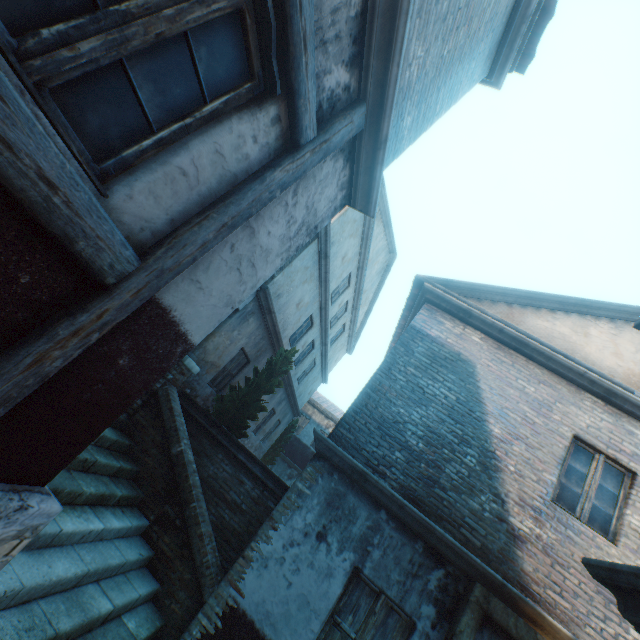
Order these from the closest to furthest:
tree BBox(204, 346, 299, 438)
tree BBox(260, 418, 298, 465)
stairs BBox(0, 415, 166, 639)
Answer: stairs BBox(0, 415, 166, 639)
tree BBox(204, 346, 299, 438)
tree BBox(260, 418, 298, 465)

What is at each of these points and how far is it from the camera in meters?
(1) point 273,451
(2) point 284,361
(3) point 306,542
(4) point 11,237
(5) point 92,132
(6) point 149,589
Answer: (1) tree, 17.9
(2) tree, 9.0
(3) building, 5.0
(4) building, 1.4
(5) building, 1.5
(6) stairs, 4.6

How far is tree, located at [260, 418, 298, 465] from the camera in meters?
17.7 m

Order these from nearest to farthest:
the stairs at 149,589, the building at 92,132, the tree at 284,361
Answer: the building at 92,132 → the stairs at 149,589 → the tree at 284,361

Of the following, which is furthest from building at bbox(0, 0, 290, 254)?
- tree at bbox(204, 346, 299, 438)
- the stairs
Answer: tree at bbox(204, 346, 299, 438)

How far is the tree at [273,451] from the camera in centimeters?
1767cm
